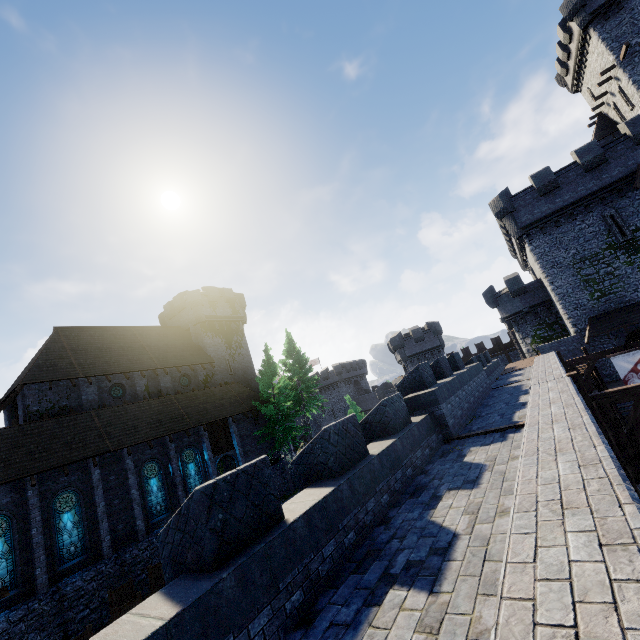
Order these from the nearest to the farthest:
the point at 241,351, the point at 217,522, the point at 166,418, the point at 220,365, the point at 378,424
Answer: the point at 217,522 → the point at 378,424 → the point at 166,418 → the point at 220,365 → the point at 241,351

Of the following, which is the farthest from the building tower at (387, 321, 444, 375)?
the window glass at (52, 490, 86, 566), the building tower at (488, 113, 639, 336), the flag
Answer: the window glass at (52, 490, 86, 566)

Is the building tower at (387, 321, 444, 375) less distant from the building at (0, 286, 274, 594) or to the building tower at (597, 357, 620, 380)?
the building tower at (597, 357, 620, 380)

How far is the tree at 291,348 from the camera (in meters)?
28.95

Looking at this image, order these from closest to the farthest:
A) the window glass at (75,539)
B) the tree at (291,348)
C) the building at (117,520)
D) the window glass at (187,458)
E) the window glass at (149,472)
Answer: the window glass at (75,539) → the building at (117,520) → the window glass at (149,472) → the window glass at (187,458) → the tree at (291,348)

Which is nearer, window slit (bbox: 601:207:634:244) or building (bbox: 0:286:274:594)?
building (bbox: 0:286:274:594)

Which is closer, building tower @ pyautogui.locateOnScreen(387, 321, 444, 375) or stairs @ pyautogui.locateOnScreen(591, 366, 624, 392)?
stairs @ pyautogui.locateOnScreen(591, 366, 624, 392)

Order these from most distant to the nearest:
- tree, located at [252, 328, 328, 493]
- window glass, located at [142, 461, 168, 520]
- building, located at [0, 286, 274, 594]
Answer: tree, located at [252, 328, 328, 493] < window glass, located at [142, 461, 168, 520] < building, located at [0, 286, 274, 594]
